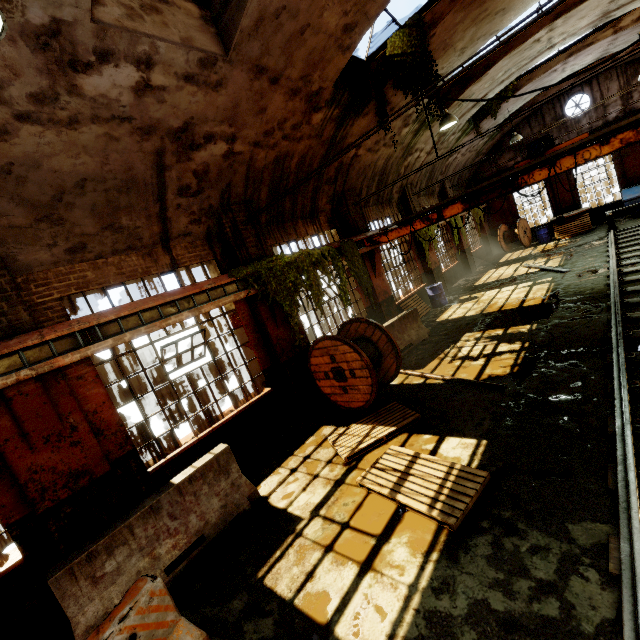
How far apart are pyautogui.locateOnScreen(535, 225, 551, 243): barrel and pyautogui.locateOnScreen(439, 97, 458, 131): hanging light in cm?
1386

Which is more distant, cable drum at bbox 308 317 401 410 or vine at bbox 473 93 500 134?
vine at bbox 473 93 500 134

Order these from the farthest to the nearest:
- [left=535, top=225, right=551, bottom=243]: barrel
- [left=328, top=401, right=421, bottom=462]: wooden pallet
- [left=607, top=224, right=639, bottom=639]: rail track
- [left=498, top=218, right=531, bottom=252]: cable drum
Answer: [left=498, top=218, right=531, bottom=252]: cable drum → [left=535, top=225, right=551, bottom=243]: barrel → [left=328, top=401, right=421, bottom=462]: wooden pallet → [left=607, top=224, right=639, bottom=639]: rail track

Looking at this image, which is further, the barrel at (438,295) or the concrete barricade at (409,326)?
the barrel at (438,295)

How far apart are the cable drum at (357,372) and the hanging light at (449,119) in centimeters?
606cm

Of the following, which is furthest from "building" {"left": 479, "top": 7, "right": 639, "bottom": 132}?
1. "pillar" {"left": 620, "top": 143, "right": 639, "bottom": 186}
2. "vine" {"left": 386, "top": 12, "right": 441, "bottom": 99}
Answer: "pillar" {"left": 620, "top": 143, "right": 639, "bottom": 186}

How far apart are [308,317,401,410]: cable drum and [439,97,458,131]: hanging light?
6.1 meters

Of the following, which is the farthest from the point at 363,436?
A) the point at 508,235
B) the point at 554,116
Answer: the point at 554,116
